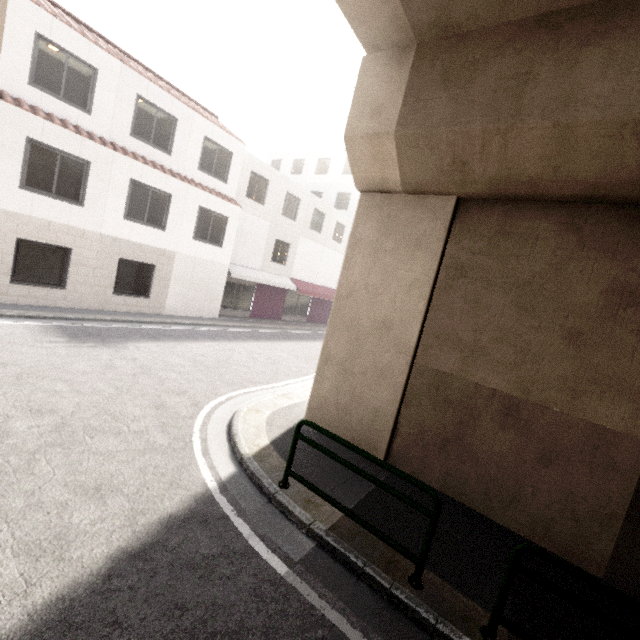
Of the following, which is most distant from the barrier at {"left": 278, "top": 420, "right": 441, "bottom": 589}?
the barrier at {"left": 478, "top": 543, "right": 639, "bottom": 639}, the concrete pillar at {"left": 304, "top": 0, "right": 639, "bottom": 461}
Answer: the concrete pillar at {"left": 304, "top": 0, "right": 639, "bottom": 461}

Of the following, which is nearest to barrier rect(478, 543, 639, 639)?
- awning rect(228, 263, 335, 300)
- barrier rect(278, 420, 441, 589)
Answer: barrier rect(278, 420, 441, 589)

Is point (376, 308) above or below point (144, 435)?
above

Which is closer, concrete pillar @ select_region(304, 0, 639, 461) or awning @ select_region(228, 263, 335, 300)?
concrete pillar @ select_region(304, 0, 639, 461)

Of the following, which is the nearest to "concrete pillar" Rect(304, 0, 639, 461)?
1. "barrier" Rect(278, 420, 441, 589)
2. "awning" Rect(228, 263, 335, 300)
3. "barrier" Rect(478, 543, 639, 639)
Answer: "barrier" Rect(278, 420, 441, 589)

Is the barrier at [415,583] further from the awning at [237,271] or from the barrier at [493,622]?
the awning at [237,271]

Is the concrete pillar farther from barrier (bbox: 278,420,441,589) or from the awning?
the awning
